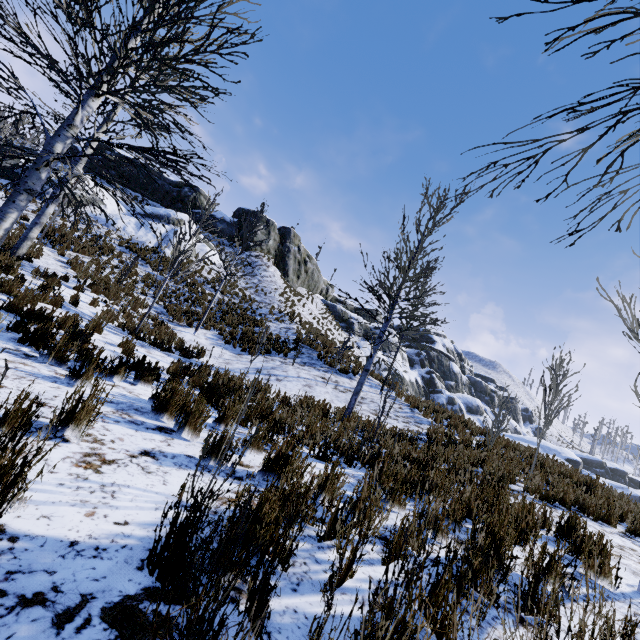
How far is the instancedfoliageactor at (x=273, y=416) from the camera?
4.12m

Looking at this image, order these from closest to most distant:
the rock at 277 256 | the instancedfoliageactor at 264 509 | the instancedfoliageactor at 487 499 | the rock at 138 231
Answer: the instancedfoliageactor at 264 509
the instancedfoliageactor at 487 499
the rock at 138 231
the rock at 277 256

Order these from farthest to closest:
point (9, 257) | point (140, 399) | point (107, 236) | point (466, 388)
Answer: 1. point (466, 388)
2. point (107, 236)
3. point (9, 257)
4. point (140, 399)

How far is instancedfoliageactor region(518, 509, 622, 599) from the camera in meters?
2.2 m

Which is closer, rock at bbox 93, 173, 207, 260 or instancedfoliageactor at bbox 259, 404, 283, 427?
instancedfoliageactor at bbox 259, 404, 283, 427

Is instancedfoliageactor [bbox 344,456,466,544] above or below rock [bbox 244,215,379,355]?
below

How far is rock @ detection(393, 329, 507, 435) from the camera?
14.1m

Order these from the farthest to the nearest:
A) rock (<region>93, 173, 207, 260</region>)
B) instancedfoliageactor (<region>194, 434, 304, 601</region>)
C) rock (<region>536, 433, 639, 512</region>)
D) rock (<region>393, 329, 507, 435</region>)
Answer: rock (<region>93, 173, 207, 260</region>) < rock (<region>393, 329, 507, 435</region>) < rock (<region>536, 433, 639, 512</region>) < instancedfoliageactor (<region>194, 434, 304, 601</region>)
